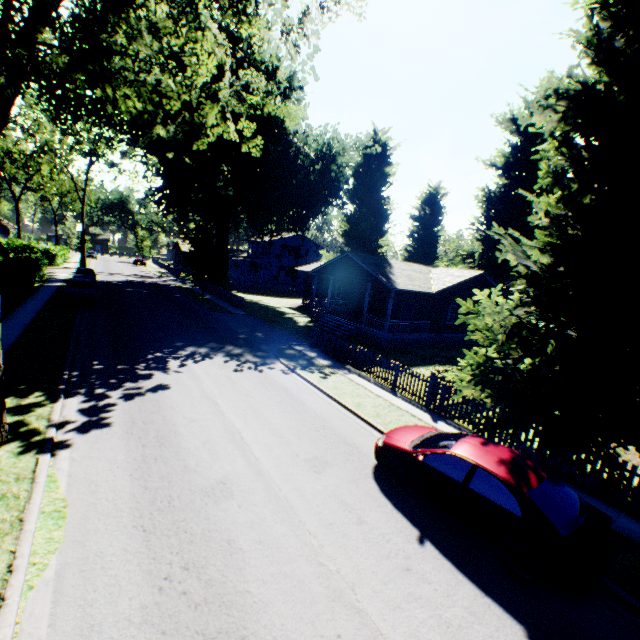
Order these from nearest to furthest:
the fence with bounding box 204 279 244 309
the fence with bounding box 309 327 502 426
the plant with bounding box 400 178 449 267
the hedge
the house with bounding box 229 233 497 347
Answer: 1. the fence with bounding box 309 327 502 426
2. the hedge
3. the house with bounding box 229 233 497 347
4. the fence with bounding box 204 279 244 309
5. the plant with bounding box 400 178 449 267

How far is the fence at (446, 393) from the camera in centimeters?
1216cm

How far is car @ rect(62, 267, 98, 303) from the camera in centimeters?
2318cm

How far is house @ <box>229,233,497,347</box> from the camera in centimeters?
2478cm

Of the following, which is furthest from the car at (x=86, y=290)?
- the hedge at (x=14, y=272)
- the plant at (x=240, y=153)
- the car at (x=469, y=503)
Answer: the car at (x=469, y=503)

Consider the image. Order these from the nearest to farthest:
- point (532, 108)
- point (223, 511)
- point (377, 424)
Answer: point (223, 511)
point (532, 108)
point (377, 424)

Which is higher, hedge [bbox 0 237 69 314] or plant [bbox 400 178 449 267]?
plant [bbox 400 178 449 267]

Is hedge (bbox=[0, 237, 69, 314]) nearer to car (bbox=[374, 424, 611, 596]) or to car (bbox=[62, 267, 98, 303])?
car (bbox=[62, 267, 98, 303])
